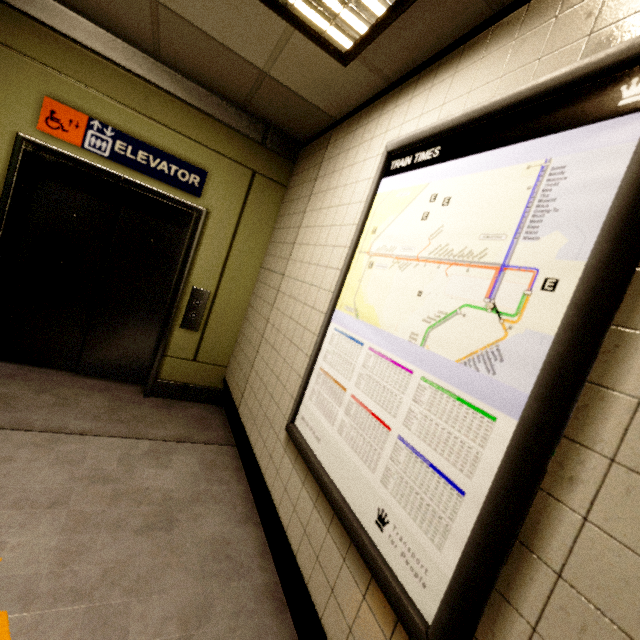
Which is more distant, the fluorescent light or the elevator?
the elevator

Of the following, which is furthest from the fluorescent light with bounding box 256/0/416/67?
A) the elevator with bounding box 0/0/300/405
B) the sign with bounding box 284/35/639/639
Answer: the elevator with bounding box 0/0/300/405

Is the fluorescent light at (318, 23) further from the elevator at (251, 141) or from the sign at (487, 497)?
the elevator at (251, 141)

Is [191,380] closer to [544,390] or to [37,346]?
[37,346]

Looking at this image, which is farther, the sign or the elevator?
the elevator

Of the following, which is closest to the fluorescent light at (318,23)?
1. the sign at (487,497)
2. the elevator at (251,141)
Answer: the sign at (487,497)

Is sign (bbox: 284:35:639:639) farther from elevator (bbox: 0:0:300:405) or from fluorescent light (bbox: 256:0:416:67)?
elevator (bbox: 0:0:300:405)

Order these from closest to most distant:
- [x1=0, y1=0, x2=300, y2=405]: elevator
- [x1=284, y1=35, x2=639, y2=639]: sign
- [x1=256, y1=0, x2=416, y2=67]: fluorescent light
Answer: [x1=284, y1=35, x2=639, y2=639]: sign
[x1=256, y1=0, x2=416, y2=67]: fluorescent light
[x1=0, y1=0, x2=300, y2=405]: elevator
